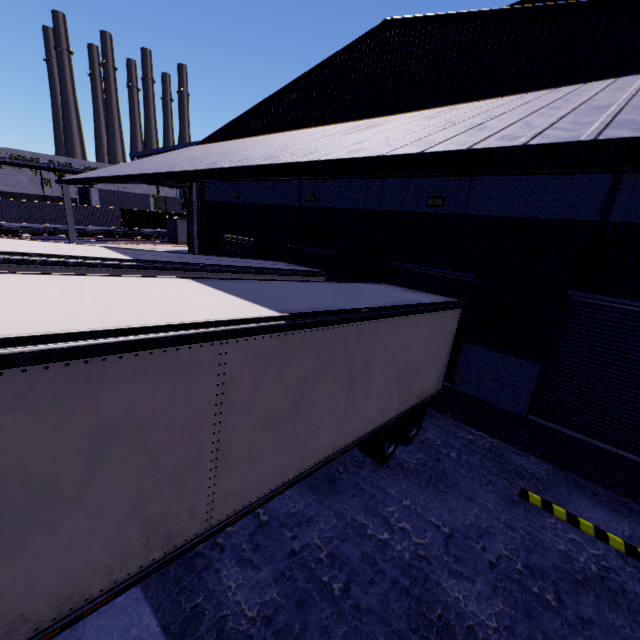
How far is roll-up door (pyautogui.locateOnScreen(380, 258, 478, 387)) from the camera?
9.17m

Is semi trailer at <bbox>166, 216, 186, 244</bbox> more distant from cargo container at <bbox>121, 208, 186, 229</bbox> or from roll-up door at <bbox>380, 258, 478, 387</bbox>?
cargo container at <bbox>121, 208, 186, 229</bbox>

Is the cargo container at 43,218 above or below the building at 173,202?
below

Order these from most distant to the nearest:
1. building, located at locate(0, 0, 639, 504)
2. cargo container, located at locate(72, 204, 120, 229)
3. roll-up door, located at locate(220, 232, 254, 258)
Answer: cargo container, located at locate(72, 204, 120, 229), roll-up door, located at locate(220, 232, 254, 258), building, located at locate(0, 0, 639, 504)

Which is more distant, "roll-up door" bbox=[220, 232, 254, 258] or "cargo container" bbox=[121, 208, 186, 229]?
"cargo container" bbox=[121, 208, 186, 229]

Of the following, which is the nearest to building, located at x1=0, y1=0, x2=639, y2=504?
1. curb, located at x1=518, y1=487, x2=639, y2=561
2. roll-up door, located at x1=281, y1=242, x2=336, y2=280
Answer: roll-up door, located at x1=281, y1=242, x2=336, y2=280

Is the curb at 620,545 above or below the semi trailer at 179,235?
below

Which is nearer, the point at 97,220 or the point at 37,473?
the point at 37,473
